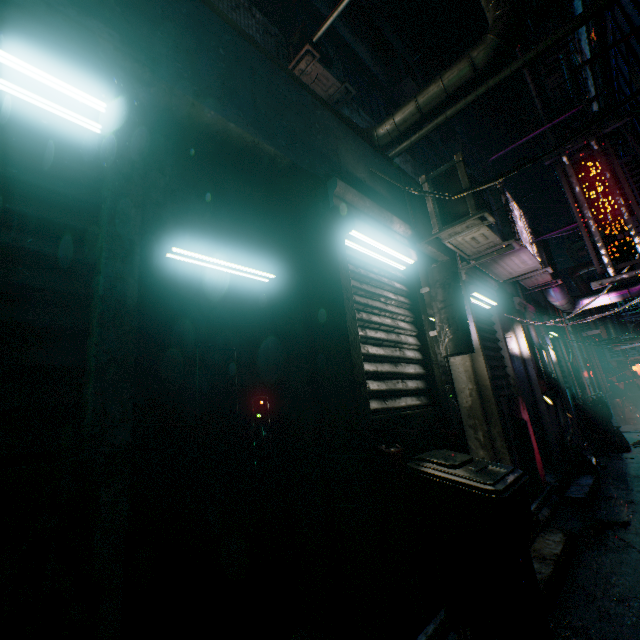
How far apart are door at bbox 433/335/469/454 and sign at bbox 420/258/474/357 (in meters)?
0.48

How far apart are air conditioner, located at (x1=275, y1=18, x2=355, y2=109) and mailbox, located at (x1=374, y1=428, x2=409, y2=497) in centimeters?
540cm

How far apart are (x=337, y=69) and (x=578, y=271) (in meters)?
9.87

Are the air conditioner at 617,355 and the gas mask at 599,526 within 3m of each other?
no

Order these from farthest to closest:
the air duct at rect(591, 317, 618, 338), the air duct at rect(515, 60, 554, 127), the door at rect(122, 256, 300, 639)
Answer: the air duct at rect(591, 317, 618, 338) → the air duct at rect(515, 60, 554, 127) → the door at rect(122, 256, 300, 639)

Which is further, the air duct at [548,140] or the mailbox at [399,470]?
the air duct at [548,140]

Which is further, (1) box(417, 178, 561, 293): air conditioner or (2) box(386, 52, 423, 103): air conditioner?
(2) box(386, 52, 423, 103): air conditioner

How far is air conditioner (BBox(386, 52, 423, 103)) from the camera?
8.8 meters
